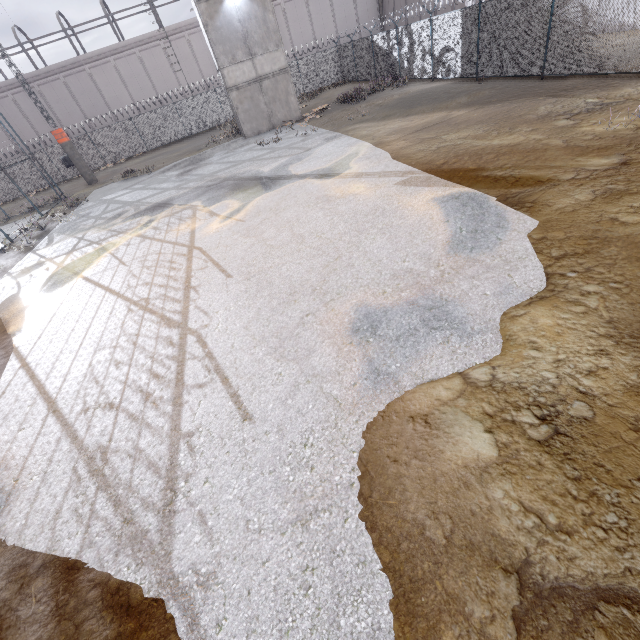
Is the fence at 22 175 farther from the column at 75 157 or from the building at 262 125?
the building at 262 125

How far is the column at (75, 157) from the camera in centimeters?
2212cm

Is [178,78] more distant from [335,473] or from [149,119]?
[335,473]

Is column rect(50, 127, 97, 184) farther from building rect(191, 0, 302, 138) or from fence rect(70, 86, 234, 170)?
building rect(191, 0, 302, 138)

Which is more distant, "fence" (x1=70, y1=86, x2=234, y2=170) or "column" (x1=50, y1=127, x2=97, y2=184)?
"fence" (x1=70, y1=86, x2=234, y2=170)

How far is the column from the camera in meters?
22.1 m

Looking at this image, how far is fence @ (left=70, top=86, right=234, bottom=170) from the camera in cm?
2867
